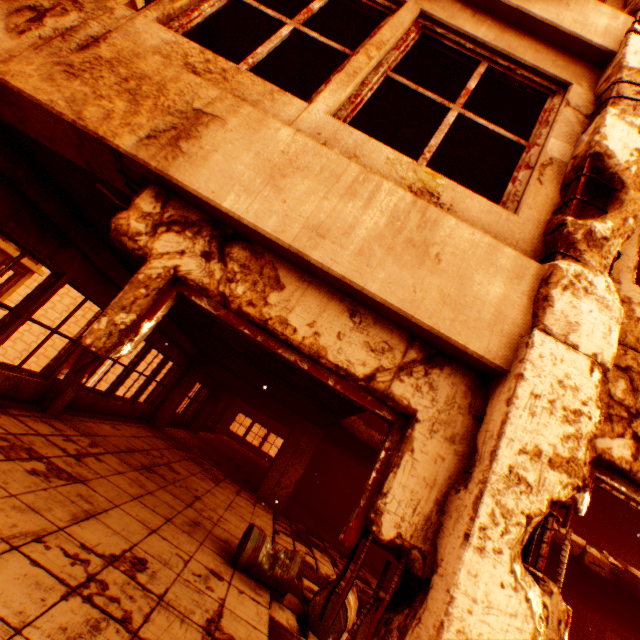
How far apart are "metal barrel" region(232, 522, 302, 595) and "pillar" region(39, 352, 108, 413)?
4.0m

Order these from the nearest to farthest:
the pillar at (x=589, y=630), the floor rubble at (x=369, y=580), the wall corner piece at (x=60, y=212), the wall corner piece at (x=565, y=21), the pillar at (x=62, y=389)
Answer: the wall corner piece at (x=565, y=21) < the wall corner piece at (x=60, y=212) < the pillar at (x=62, y=389) < the floor rubble at (x=369, y=580) < the pillar at (x=589, y=630)

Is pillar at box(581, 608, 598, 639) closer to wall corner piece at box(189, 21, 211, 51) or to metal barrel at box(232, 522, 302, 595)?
metal barrel at box(232, 522, 302, 595)

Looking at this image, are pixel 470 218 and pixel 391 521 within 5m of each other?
yes

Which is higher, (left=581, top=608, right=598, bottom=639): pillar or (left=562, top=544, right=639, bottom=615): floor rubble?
(left=562, top=544, right=639, bottom=615): floor rubble

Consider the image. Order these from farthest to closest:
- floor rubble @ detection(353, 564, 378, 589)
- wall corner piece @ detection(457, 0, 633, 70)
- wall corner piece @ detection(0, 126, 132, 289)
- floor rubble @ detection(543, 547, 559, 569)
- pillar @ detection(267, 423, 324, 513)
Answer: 1. pillar @ detection(267, 423, 324, 513)
2. floor rubble @ detection(353, 564, 378, 589)
3. floor rubble @ detection(543, 547, 559, 569)
4. wall corner piece @ detection(0, 126, 132, 289)
5. wall corner piece @ detection(457, 0, 633, 70)

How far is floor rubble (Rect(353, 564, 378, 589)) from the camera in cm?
745

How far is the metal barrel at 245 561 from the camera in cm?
422
